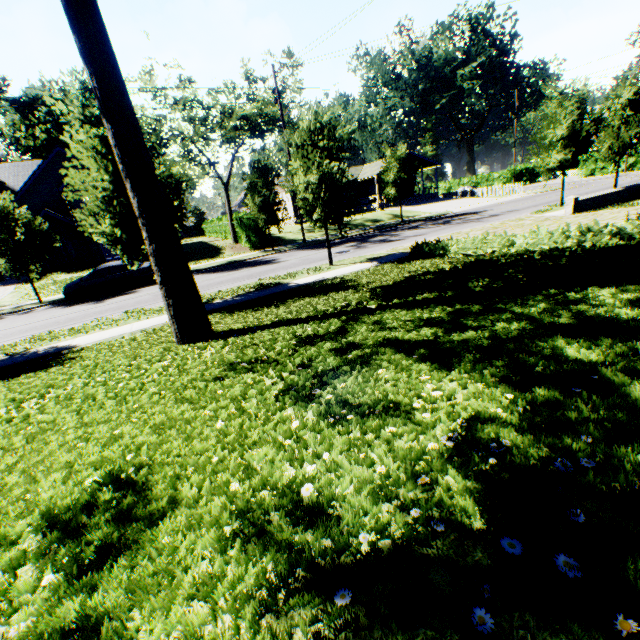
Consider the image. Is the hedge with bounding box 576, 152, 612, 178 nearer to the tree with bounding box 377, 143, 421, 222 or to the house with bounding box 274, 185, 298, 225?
the house with bounding box 274, 185, 298, 225

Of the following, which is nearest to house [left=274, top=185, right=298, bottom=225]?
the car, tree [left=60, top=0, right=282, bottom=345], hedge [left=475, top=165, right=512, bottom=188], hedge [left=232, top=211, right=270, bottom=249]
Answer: hedge [left=232, top=211, right=270, bottom=249]

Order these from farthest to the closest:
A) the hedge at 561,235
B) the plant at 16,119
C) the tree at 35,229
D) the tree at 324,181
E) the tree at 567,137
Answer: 1. the plant at 16,119
2. the tree at 567,137
3. the tree at 35,229
4. the tree at 324,181
5. the hedge at 561,235

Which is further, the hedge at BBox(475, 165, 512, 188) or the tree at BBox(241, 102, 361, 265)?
the hedge at BBox(475, 165, 512, 188)

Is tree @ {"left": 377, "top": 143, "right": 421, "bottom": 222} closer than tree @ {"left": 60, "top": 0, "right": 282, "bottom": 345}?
No

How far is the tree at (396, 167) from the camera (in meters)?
26.23

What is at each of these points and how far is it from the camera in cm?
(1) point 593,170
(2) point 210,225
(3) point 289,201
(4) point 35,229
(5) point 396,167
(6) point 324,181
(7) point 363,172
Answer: (1) hedge, 4416
(2) hedge, 4656
(3) house, 4269
(4) tree, 1800
(5) tree, 2636
(6) tree, 1270
(7) house, 4594

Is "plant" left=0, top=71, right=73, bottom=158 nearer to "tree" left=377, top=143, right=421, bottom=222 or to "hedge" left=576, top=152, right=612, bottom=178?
"tree" left=377, top=143, right=421, bottom=222
